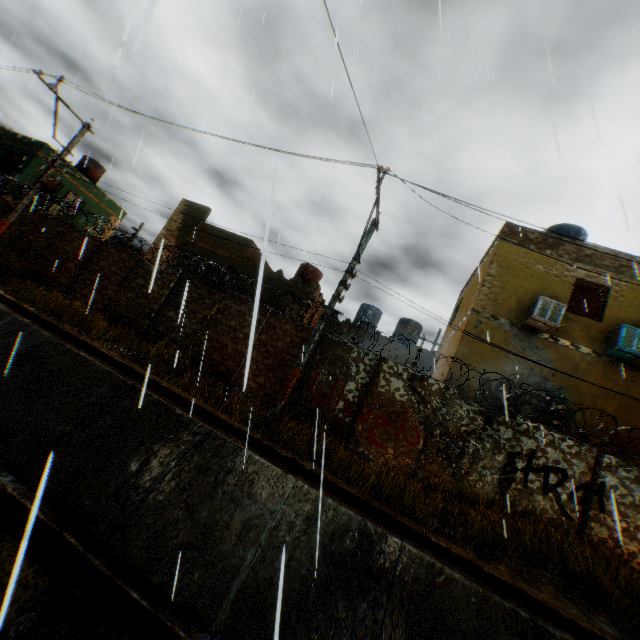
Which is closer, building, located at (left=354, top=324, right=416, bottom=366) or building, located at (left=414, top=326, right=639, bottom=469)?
building, located at (left=414, top=326, right=639, bottom=469)

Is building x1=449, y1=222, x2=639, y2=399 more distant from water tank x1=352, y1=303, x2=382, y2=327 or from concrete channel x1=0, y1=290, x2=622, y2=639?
water tank x1=352, y1=303, x2=382, y2=327

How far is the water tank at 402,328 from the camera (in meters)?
20.33

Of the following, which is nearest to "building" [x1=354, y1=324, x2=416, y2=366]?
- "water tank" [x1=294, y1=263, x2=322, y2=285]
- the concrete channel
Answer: the concrete channel

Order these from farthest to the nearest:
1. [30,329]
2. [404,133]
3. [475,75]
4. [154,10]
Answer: [30,329], [404,133], [475,75], [154,10]

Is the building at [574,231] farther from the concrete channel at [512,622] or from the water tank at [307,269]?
the water tank at [307,269]

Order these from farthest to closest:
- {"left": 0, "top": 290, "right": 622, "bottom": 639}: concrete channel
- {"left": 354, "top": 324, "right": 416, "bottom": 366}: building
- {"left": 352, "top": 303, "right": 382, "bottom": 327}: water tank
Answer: {"left": 352, "top": 303, "right": 382, "bottom": 327}: water tank < {"left": 354, "top": 324, "right": 416, "bottom": 366}: building < {"left": 0, "top": 290, "right": 622, "bottom": 639}: concrete channel
